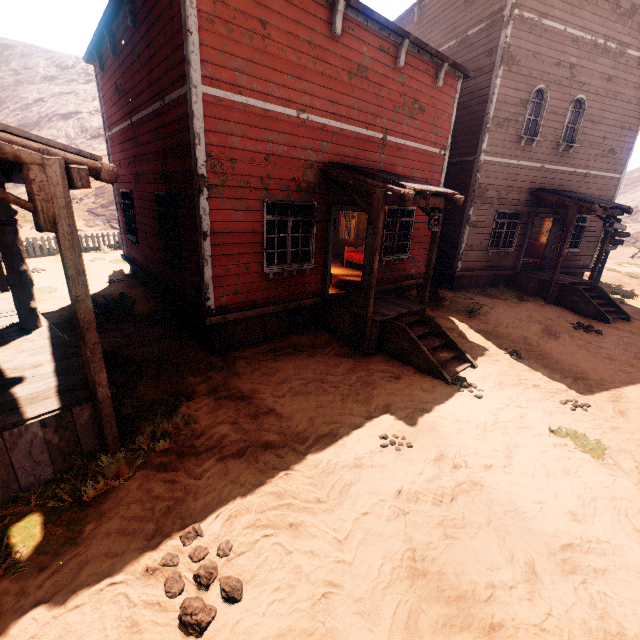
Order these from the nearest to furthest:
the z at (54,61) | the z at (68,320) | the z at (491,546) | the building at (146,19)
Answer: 1. the z at (491,546)
2. the building at (146,19)
3. the z at (68,320)
4. the z at (54,61)

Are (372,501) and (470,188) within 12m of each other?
yes

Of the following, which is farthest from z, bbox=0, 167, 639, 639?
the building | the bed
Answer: the bed

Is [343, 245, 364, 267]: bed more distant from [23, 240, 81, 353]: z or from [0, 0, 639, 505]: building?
A: [23, 240, 81, 353]: z

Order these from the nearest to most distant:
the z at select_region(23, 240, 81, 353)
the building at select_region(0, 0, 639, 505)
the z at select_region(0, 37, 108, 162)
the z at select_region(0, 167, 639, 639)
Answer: the z at select_region(0, 167, 639, 639) → the building at select_region(0, 0, 639, 505) → the z at select_region(23, 240, 81, 353) → the z at select_region(0, 37, 108, 162)

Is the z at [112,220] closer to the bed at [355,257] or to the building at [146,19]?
the building at [146,19]
